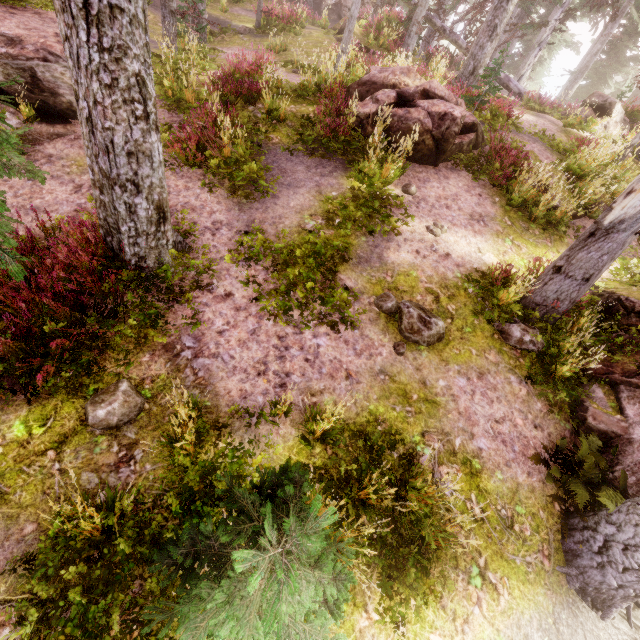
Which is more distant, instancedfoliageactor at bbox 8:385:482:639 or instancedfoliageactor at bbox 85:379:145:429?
instancedfoliageactor at bbox 85:379:145:429

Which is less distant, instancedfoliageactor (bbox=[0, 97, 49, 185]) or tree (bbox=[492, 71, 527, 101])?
instancedfoliageactor (bbox=[0, 97, 49, 185])

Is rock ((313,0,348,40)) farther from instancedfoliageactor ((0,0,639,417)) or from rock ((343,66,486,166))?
rock ((343,66,486,166))

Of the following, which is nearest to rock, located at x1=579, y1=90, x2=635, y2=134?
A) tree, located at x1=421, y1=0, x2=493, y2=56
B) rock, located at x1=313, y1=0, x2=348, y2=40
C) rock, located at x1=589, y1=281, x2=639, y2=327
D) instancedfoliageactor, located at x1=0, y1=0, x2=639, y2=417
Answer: instancedfoliageactor, located at x1=0, y1=0, x2=639, y2=417

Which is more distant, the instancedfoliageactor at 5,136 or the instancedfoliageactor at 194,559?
the instancedfoliageactor at 5,136

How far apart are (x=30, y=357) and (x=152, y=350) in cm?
137

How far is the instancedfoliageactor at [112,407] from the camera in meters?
3.9

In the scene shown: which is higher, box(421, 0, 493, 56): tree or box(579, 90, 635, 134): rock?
box(421, 0, 493, 56): tree
